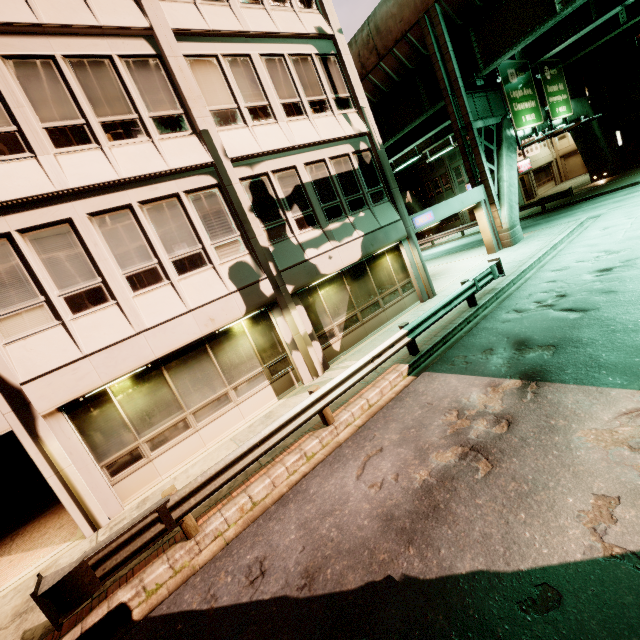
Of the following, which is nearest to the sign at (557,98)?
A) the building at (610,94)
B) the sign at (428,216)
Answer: the sign at (428,216)

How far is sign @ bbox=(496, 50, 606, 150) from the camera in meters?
17.8 m

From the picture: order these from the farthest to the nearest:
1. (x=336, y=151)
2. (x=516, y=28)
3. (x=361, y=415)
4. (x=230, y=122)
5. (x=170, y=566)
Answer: (x=516, y=28) < (x=336, y=151) < (x=230, y=122) < (x=361, y=415) < (x=170, y=566)

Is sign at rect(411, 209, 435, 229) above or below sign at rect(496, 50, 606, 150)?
below

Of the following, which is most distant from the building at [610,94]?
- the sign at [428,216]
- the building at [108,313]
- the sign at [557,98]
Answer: the sign at [428,216]

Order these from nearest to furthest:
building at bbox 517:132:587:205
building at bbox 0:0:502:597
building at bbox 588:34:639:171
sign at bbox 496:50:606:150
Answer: building at bbox 0:0:502:597 < sign at bbox 496:50:606:150 < building at bbox 588:34:639:171 < building at bbox 517:132:587:205

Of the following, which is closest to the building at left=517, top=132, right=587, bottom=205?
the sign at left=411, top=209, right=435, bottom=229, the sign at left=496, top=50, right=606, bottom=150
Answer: the sign at left=496, top=50, right=606, bottom=150

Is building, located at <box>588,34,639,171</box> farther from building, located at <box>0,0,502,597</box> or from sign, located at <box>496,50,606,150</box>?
building, located at <box>0,0,502,597</box>
